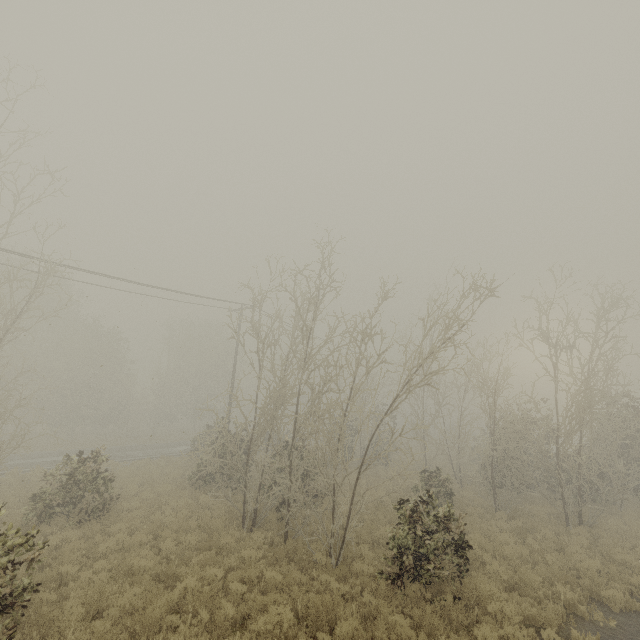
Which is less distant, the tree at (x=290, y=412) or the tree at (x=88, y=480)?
the tree at (x=88, y=480)

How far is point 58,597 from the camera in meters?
8.2 m

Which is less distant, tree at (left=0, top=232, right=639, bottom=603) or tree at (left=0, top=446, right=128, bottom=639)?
tree at (left=0, top=446, right=128, bottom=639)
